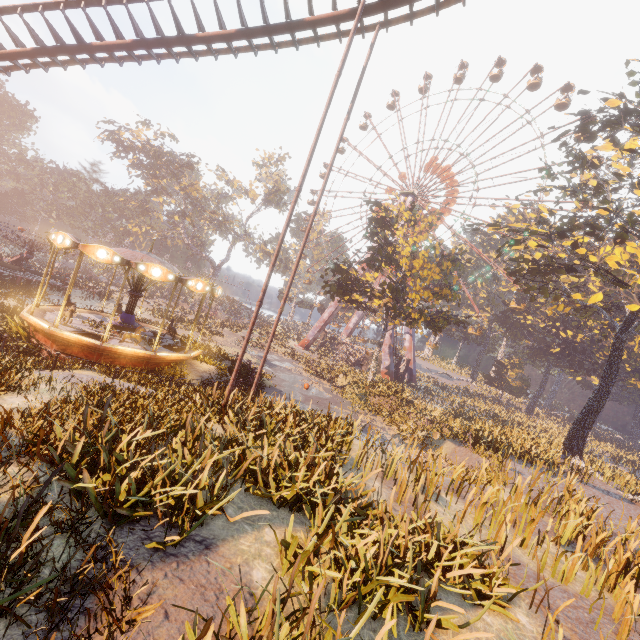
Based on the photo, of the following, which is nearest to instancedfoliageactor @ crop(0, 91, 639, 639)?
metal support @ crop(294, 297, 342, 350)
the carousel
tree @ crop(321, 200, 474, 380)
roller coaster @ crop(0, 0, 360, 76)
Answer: the carousel

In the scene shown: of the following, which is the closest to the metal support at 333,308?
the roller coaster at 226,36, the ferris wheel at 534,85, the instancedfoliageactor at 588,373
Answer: the ferris wheel at 534,85

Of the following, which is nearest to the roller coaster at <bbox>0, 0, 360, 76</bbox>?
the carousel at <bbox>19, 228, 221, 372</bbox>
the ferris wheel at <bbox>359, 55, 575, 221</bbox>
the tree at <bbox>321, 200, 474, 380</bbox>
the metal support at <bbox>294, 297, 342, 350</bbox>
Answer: the carousel at <bbox>19, 228, 221, 372</bbox>

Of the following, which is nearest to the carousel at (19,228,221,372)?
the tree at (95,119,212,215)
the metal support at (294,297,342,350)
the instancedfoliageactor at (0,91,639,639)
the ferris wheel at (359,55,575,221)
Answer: the instancedfoliageactor at (0,91,639,639)

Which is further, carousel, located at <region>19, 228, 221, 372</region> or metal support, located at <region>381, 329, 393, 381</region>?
metal support, located at <region>381, 329, 393, 381</region>

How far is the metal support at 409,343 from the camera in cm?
4734

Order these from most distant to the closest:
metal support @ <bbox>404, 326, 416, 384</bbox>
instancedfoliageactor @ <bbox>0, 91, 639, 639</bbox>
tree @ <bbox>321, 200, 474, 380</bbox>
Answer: metal support @ <bbox>404, 326, 416, 384</bbox> < tree @ <bbox>321, 200, 474, 380</bbox> < instancedfoliageactor @ <bbox>0, 91, 639, 639</bbox>

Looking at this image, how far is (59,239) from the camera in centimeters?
1306cm
